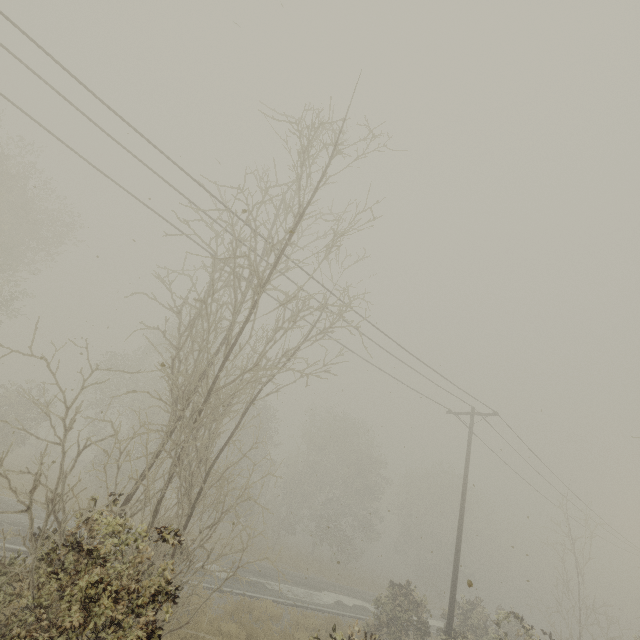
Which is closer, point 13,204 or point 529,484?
point 13,204

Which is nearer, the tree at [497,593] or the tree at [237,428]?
the tree at [237,428]

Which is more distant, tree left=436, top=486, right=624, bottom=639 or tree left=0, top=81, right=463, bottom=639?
tree left=436, top=486, right=624, bottom=639
